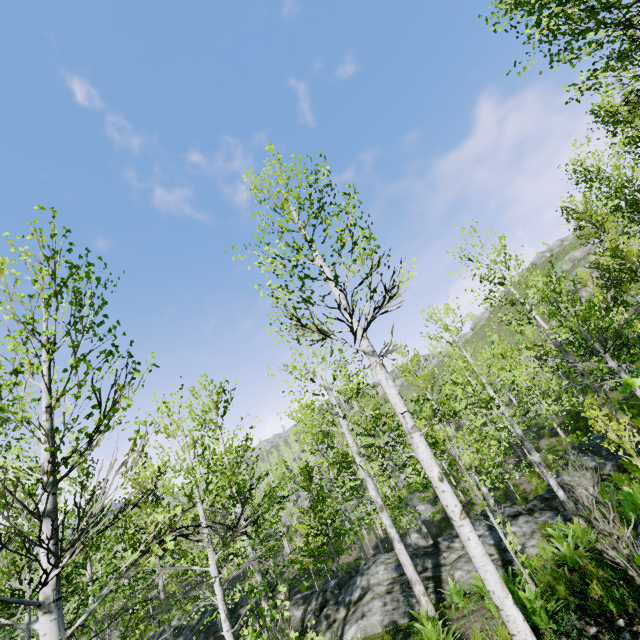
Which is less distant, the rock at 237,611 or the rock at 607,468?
the rock at 607,468

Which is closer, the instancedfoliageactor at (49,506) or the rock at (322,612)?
the instancedfoliageactor at (49,506)

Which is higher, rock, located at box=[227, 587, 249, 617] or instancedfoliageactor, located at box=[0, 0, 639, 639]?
rock, located at box=[227, 587, 249, 617]

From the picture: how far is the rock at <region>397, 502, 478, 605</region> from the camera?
9.8 meters

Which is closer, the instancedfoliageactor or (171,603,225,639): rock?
the instancedfoliageactor

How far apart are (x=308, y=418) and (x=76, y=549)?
6.9m
